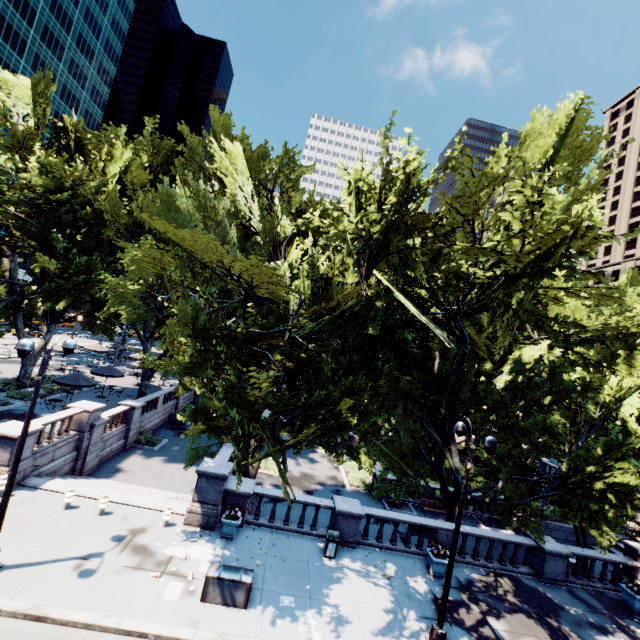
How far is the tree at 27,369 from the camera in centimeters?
2748cm

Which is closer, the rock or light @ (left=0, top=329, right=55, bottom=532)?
light @ (left=0, top=329, right=55, bottom=532)

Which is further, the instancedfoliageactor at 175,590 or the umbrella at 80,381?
the umbrella at 80,381

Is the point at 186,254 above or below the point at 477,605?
above

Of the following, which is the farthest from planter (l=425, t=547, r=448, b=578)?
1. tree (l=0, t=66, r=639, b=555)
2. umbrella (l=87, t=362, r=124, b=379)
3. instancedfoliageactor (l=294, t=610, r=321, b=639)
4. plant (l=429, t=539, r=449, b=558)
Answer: umbrella (l=87, t=362, r=124, b=379)

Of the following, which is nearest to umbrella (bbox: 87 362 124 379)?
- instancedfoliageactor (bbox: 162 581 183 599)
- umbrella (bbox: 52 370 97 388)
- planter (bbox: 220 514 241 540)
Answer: umbrella (bbox: 52 370 97 388)

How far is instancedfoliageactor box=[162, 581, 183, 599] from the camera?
10.3 meters

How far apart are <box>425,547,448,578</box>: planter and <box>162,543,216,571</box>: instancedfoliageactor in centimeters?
908cm
